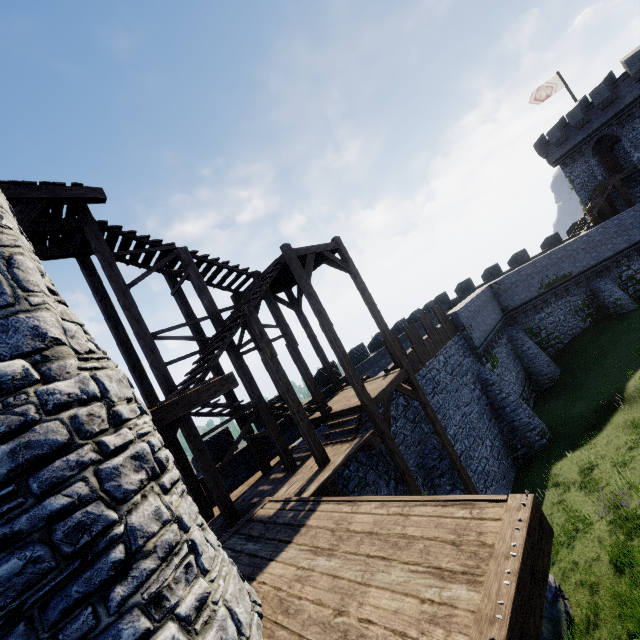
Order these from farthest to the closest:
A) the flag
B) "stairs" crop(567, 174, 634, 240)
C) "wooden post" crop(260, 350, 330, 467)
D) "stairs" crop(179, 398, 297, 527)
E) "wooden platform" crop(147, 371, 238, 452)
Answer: the flag
"stairs" crop(567, 174, 634, 240)
"wooden post" crop(260, 350, 330, 467)
"stairs" crop(179, 398, 297, 527)
"wooden platform" crop(147, 371, 238, 452)

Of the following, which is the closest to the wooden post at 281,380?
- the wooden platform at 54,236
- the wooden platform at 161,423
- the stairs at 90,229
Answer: the stairs at 90,229

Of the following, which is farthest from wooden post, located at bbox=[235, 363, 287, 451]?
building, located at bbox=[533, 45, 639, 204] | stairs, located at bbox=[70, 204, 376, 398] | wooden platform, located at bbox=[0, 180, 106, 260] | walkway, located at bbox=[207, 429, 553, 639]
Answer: building, located at bbox=[533, 45, 639, 204]

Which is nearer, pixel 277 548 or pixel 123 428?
pixel 123 428

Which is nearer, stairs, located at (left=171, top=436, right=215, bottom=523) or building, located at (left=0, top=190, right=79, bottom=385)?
building, located at (left=0, top=190, right=79, bottom=385)

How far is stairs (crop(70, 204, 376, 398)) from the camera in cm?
884

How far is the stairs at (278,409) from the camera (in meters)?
10.68

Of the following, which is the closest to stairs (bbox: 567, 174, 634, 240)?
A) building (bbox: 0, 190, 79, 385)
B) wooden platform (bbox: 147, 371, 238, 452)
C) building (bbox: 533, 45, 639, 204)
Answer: building (bbox: 533, 45, 639, 204)
